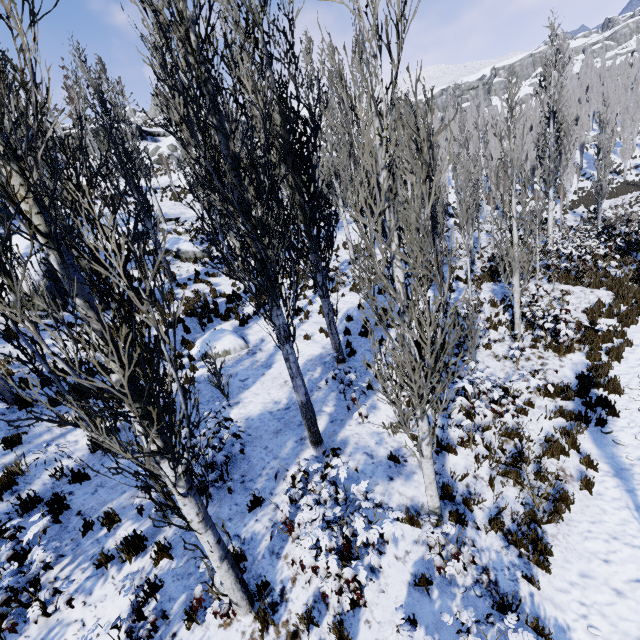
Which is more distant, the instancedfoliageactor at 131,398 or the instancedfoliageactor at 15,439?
the instancedfoliageactor at 15,439

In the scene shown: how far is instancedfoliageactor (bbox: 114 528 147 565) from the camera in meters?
5.1 m

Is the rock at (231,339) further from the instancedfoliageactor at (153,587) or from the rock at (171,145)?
the rock at (171,145)

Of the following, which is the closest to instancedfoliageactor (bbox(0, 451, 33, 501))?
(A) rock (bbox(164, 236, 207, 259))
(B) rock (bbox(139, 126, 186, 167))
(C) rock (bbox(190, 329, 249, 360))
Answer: (A) rock (bbox(164, 236, 207, 259))

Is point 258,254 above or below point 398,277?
above

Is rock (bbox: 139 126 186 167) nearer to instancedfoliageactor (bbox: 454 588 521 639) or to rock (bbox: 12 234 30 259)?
instancedfoliageactor (bbox: 454 588 521 639)

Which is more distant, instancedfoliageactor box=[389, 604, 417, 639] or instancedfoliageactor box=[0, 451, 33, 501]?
instancedfoliageactor box=[0, 451, 33, 501]

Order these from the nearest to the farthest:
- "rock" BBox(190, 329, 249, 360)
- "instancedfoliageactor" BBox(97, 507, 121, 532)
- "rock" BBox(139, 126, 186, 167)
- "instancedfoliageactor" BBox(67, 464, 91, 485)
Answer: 1. "instancedfoliageactor" BBox(97, 507, 121, 532)
2. "instancedfoliageactor" BBox(67, 464, 91, 485)
3. "rock" BBox(190, 329, 249, 360)
4. "rock" BBox(139, 126, 186, 167)
